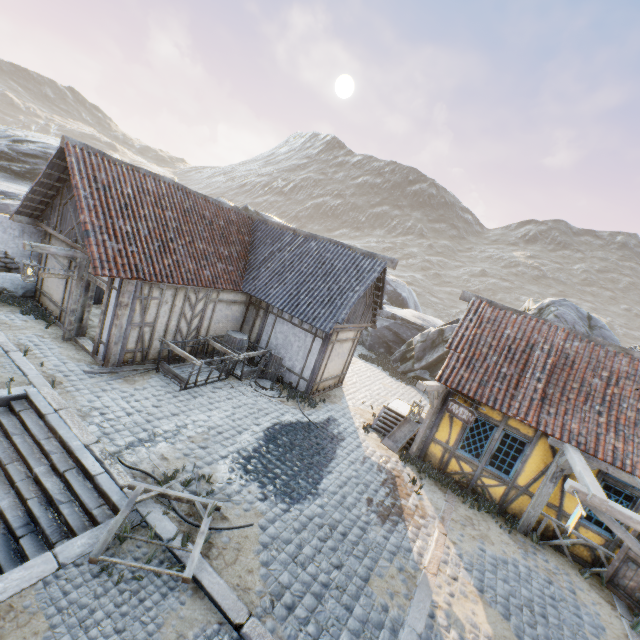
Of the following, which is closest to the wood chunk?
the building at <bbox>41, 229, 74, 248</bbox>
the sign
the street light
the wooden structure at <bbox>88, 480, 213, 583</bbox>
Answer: the building at <bbox>41, 229, 74, 248</bbox>

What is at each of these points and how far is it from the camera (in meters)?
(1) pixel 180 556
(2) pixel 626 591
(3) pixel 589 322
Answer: (1) stone blocks, 5.21
(2) door, 7.78
(3) rock, 17.11

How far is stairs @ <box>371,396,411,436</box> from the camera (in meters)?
11.85

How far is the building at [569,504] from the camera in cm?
866

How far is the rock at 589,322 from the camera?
16.1m

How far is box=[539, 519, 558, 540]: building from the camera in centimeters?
884cm

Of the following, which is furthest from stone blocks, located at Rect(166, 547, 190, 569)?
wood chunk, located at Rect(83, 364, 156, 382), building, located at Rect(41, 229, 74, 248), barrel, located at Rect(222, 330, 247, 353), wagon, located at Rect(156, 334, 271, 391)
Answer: barrel, located at Rect(222, 330, 247, 353)

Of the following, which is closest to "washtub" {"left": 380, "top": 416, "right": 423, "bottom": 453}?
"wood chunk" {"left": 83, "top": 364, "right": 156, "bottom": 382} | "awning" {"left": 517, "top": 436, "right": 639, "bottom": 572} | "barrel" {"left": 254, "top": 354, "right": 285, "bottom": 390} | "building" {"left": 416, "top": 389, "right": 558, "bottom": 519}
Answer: "building" {"left": 416, "top": 389, "right": 558, "bottom": 519}
